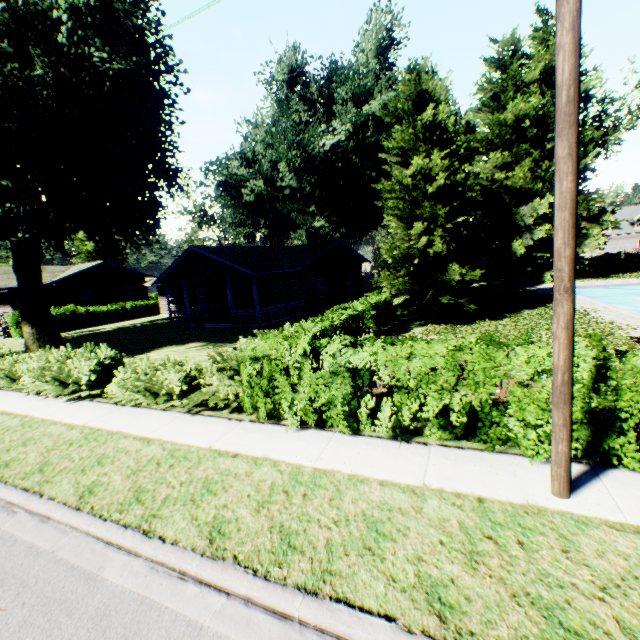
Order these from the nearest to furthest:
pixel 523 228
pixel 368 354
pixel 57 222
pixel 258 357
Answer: pixel 368 354, pixel 258 357, pixel 57 222, pixel 523 228

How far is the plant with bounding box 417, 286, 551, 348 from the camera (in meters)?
13.09

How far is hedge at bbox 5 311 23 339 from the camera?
26.7 meters

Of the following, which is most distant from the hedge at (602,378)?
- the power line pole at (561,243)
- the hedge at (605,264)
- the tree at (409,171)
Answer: the hedge at (605,264)

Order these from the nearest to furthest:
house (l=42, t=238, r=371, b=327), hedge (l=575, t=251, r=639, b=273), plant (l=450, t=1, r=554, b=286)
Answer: house (l=42, t=238, r=371, b=327) < plant (l=450, t=1, r=554, b=286) < hedge (l=575, t=251, r=639, b=273)

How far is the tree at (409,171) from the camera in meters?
14.5

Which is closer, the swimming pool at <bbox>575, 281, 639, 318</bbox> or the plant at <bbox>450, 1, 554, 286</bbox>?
the swimming pool at <bbox>575, 281, 639, 318</bbox>

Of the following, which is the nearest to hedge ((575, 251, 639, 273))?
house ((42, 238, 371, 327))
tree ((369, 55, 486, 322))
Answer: tree ((369, 55, 486, 322))
